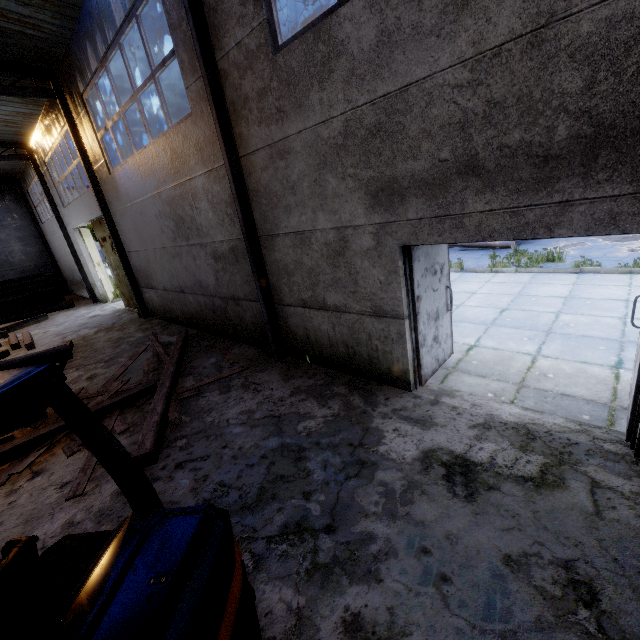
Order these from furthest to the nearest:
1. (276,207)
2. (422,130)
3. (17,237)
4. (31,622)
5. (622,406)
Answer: (17,237)
(276,207)
(622,406)
(422,130)
(31,622)

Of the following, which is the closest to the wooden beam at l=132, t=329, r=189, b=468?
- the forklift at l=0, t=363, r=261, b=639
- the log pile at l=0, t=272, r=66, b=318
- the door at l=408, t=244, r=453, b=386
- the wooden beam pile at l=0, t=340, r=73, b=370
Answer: the wooden beam pile at l=0, t=340, r=73, b=370

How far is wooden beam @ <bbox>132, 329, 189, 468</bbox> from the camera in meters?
4.3

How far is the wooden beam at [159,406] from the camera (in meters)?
4.31

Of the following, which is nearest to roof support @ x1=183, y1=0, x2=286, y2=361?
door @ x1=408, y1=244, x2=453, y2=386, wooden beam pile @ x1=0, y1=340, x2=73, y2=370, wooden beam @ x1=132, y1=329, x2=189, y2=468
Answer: wooden beam pile @ x1=0, y1=340, x2=73, y2=370

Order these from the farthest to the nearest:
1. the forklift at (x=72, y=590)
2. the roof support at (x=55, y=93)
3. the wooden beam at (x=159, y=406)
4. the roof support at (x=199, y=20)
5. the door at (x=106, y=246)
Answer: the door at (x=106, y=246)
the roof support at (x=55, y=93)
the roof support at (x=199, y=20)
the wooden beam at (x=159, y=406)
the forklift at (x=72, y=590)

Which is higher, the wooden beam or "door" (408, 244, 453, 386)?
"door" (408, 244, 453, 386)

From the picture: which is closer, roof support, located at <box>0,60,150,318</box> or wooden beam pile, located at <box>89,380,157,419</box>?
wooden beam pile, located at <box>89,380,157,419</box>
